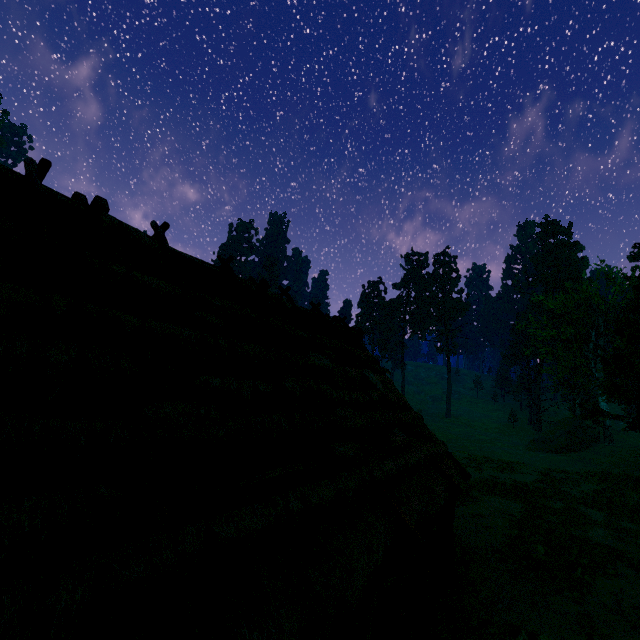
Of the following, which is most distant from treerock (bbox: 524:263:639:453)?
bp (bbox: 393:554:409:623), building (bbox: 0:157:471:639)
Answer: bp (bbox: 393:554:409:623)

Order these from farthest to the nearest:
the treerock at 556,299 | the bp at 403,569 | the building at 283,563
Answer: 1. the treerock at 556,299
2. the bp at 403,569
3. the building at 283,563

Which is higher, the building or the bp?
the building

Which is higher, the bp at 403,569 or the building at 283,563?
the building at 283,563

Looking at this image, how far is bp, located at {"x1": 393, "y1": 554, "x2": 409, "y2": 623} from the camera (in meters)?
6.59

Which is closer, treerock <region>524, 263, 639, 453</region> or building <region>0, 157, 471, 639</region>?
building <region>0, 157, 471, 639</region>

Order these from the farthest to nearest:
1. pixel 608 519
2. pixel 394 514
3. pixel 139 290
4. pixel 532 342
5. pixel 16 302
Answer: pixel 532 342 → pixel 608 519 → pixel 394 514 → pixel 139 290 → pixel 16 302
